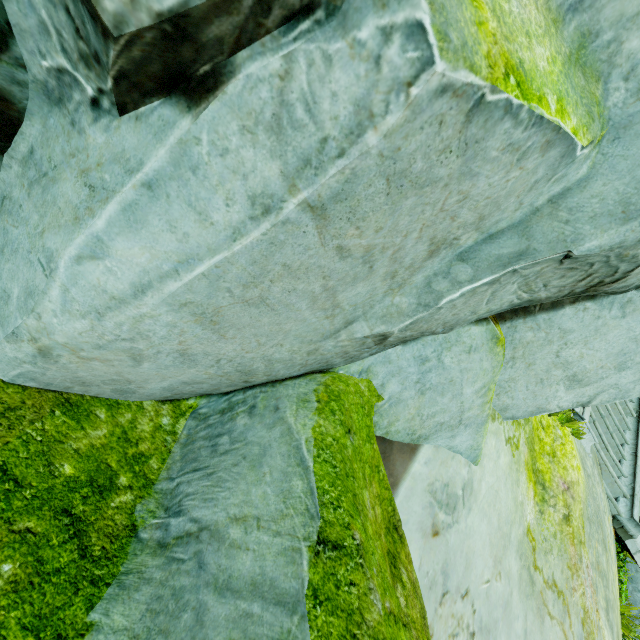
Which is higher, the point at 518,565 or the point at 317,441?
the point at 518,565

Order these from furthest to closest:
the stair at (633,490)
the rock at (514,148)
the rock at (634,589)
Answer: the rock at (634,589), the stair at (633,490), the rock at (514,148)

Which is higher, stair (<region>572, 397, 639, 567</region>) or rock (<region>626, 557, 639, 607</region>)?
stair (<region>572, 397, 639, 567</region>)

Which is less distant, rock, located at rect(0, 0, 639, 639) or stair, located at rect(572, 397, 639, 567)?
rock, located at rect(0, 0, 639, 639)

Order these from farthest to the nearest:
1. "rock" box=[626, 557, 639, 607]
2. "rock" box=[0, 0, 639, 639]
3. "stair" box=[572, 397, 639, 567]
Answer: "rock" box=[626, 557, 639, 607], "stair" box=[572, 397, 639, 567], "rock" box=[0, 0, 639, 639]

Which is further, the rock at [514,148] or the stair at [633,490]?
the stair at [633,490]

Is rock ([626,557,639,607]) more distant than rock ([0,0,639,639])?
Yes
